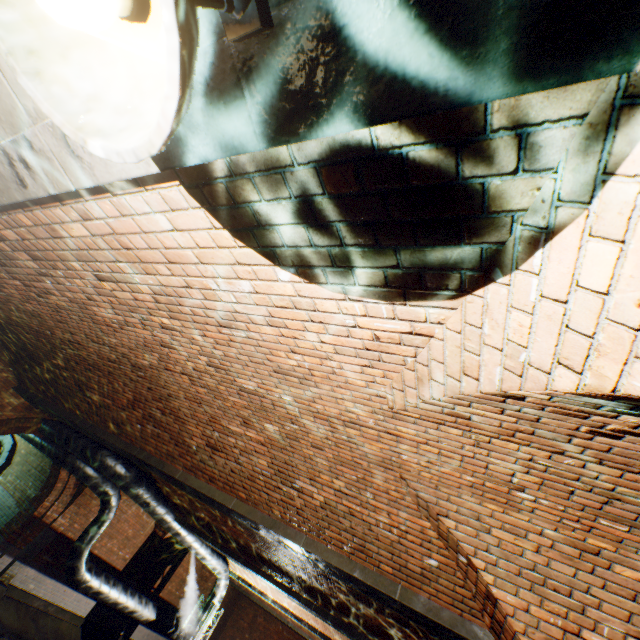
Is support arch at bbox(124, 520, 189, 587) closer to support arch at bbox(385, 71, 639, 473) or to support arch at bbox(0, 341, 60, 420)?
support arch at bbox(0, 341, 60, 420)

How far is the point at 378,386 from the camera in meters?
2.2 m

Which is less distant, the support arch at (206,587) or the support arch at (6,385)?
the support arch at (6,385)

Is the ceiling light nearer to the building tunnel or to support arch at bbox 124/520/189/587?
the building tunnel

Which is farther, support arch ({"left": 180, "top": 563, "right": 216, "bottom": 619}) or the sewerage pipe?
support arch ({"left": 180, "top": 563, "right": 216, "bottom": 619})

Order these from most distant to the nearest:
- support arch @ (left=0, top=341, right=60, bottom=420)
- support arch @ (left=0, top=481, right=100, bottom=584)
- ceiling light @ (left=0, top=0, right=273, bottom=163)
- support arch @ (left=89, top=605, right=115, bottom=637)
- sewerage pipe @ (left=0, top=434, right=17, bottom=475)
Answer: sewerage pipe @ (left=0, top=434, right=17, bottom=475)
support arch @ (left=89, top=605, right=115, bottom=637)
support arch @ (left=0, top=481, right=100, bottom=584)
support arch @ (left=0, top=341, right=60, bottom=420)
ceiling light @ (left=0, top=0, right=273, bottom=163)

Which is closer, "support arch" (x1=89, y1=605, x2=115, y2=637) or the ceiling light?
the ceiling light

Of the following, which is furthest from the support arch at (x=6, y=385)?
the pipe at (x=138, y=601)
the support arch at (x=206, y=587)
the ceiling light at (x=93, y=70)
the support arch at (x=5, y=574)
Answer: the support arch at (x=206, y=587)
